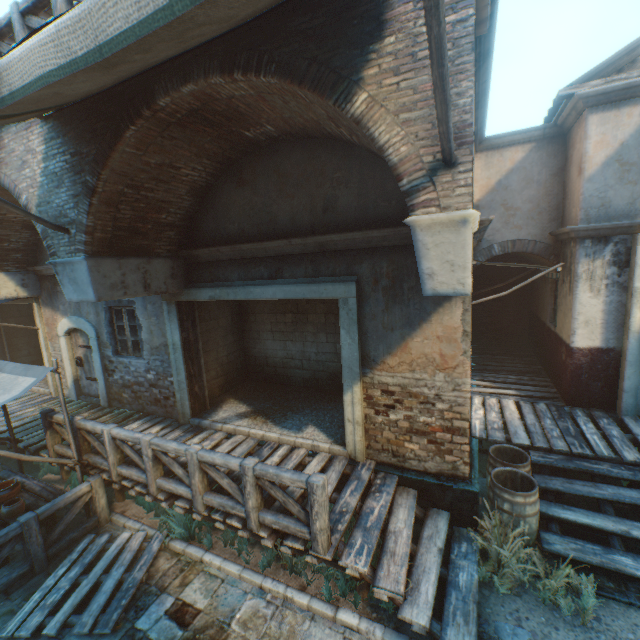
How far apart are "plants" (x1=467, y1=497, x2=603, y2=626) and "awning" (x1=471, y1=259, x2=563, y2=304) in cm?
416

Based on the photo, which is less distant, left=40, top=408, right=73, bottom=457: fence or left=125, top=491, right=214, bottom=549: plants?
left=125, top=491, right=214, bottom=549: plants

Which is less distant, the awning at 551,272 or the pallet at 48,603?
the pallet at 48,603

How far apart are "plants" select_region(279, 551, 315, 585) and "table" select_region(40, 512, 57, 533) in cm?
442

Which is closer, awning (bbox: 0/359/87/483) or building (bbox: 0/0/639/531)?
building (bbox: 0/0/639/531)

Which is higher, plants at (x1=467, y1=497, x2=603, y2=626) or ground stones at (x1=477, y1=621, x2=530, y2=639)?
plants at (x1=467, y1=497, x2=603, y2=626)

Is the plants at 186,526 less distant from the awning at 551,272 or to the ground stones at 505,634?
the ground stones at 505,634

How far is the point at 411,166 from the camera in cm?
283
